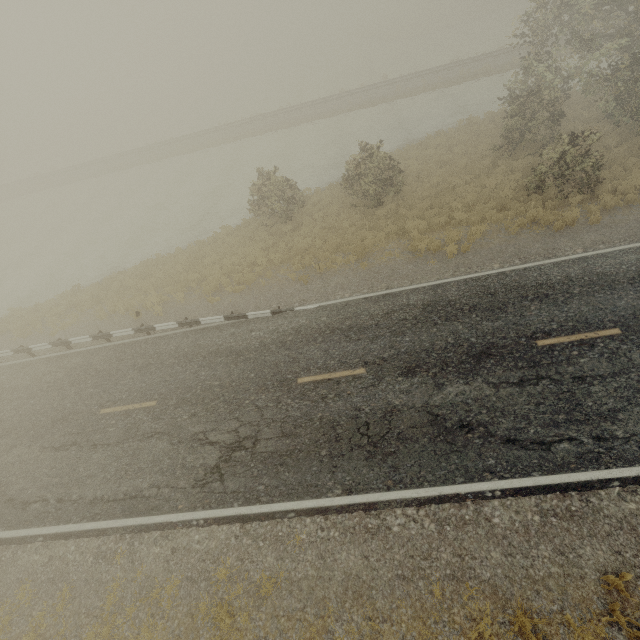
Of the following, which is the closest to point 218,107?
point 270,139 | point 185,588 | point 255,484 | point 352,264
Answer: point 270,139
